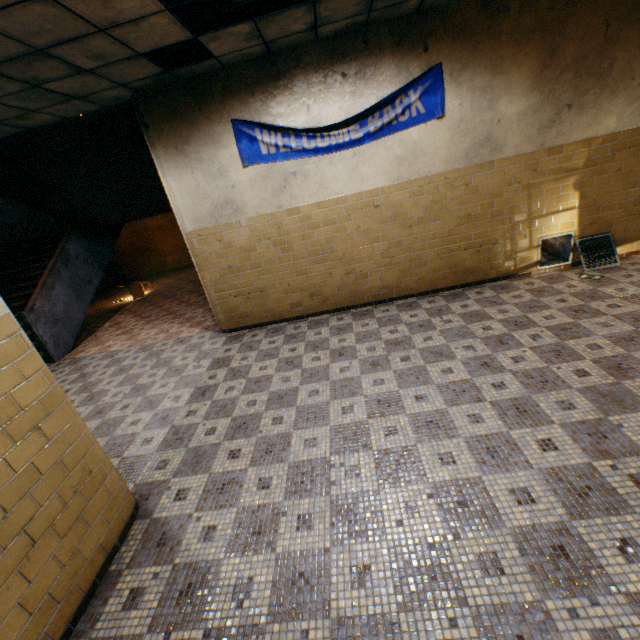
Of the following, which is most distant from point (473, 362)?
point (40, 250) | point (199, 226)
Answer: point (40, 250)

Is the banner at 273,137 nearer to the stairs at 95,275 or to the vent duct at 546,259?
the stairs at 95,275

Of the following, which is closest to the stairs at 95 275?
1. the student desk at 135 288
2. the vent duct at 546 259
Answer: the student desk at 135 288

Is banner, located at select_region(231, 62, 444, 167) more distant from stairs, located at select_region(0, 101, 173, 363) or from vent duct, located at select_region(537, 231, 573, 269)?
vent duct, located at select_region(537, 231, 573, 269)

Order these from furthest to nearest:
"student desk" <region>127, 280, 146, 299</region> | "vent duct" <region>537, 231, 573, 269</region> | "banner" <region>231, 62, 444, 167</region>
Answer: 1. "student desk" <region>127, 280, 146, 299</region>
2. "vent duct" <region>537, 231, 573, 269</region>
3. "banner" <region>231, 62, 444, 167</region>

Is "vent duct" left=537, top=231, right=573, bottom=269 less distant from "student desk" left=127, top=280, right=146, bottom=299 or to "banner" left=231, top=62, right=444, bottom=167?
"banner" left=231, top=62, right=444, bottom=167
